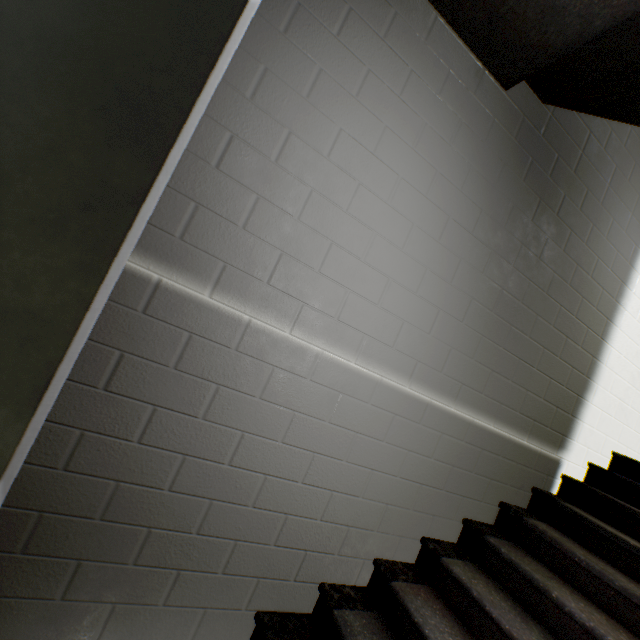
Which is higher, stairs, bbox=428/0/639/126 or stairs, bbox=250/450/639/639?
stairs, bbox=428/0/639/126

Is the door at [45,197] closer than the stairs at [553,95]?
Yes

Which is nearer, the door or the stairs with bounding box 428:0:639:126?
the door

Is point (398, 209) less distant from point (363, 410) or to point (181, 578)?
point (363, 410)

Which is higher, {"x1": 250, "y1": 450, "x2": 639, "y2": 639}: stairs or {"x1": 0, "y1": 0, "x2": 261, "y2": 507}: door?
{"x1": 0, "y1": 0, "x2": 261, "y2": 507}: door

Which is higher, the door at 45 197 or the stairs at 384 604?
the door at 45 197
